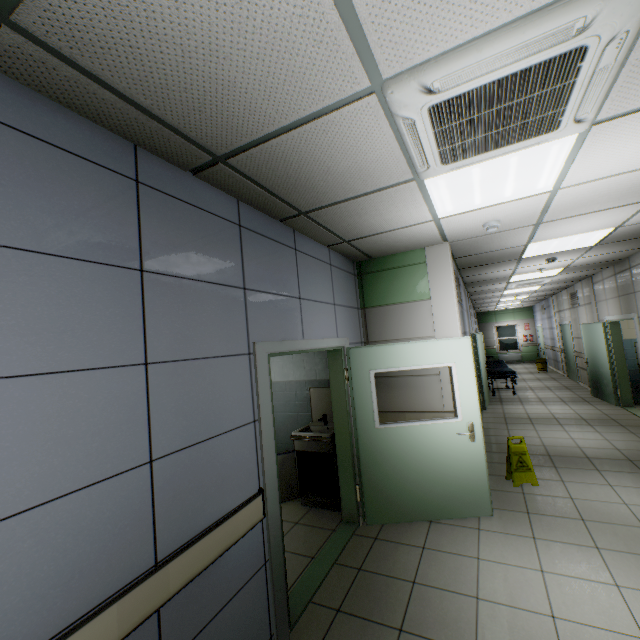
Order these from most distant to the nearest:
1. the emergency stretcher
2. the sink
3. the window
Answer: the window → the emergency stretcher → the sink

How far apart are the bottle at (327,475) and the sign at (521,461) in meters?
2.4

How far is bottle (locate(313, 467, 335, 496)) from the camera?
4.23m

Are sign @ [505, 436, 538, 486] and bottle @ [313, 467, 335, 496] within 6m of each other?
yes

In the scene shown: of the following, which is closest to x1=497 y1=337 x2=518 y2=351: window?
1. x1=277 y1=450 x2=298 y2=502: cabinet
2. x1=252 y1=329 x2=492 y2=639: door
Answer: x1=252 y1=329 x2=492 y2=639: door

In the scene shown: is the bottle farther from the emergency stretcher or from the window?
the window

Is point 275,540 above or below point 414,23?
below

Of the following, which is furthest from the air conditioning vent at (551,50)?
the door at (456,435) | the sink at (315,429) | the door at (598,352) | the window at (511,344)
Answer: the window at (511,344)
